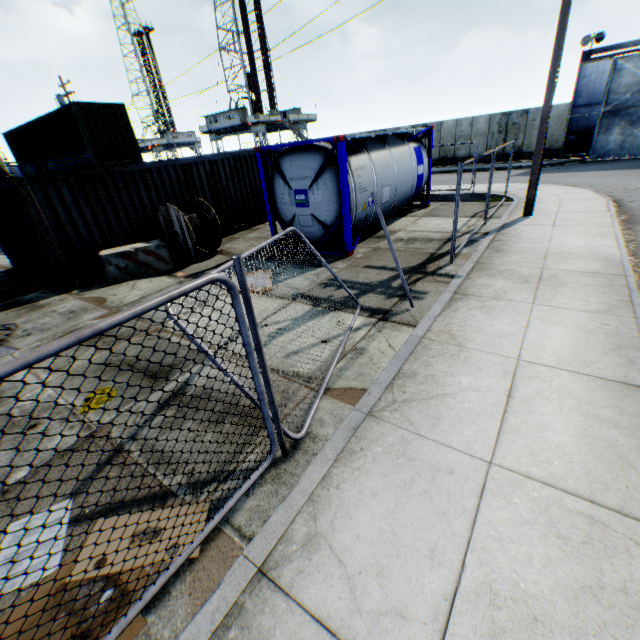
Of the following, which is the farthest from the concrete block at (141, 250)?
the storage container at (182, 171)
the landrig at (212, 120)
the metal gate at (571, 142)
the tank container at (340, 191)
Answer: the landrig at (212, 120)

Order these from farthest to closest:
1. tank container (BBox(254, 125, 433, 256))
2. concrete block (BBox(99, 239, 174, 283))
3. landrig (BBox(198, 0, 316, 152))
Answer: landrig (BBox(198, 0, 316, 152)) < concrete block (BBox(99, 239, 174, 283)) < tank container (BBox(254, 125, 433, 256))

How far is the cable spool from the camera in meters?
9.7

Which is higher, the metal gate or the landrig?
the landrig

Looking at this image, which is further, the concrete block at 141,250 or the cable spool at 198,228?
the cable spool at 198,228

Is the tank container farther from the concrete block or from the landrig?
the landrig

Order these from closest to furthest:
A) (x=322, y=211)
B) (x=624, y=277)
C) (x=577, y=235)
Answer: (x=624, y=277), (x=577, y=235), (x=322, y=211)

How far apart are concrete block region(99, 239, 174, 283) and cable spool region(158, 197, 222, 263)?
0.2m
